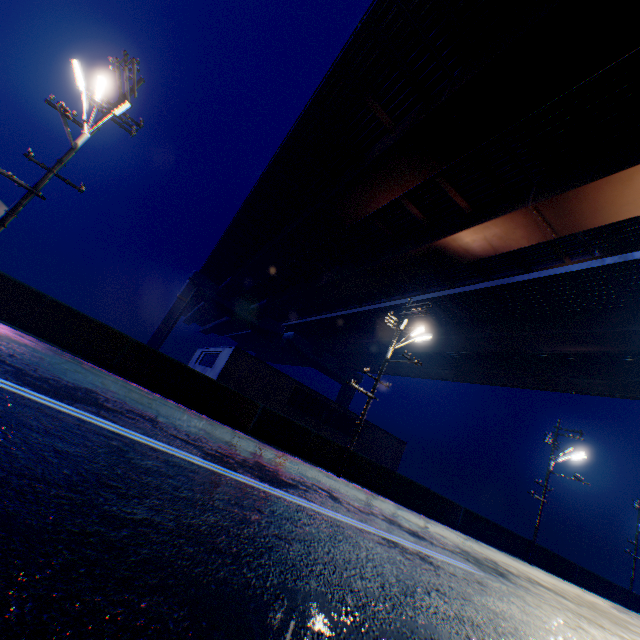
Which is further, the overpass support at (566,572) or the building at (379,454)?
the building at (379,454)

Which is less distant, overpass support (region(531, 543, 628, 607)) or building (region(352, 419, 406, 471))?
overpass support (region(531, 543, 628, 607))

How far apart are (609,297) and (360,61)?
18.9m

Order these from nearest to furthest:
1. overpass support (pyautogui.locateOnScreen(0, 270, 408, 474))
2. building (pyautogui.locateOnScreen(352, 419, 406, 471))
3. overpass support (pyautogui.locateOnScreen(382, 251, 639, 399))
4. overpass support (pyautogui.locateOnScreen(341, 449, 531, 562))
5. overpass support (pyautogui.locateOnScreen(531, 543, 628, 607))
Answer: overpass support (pyautogui.locateOnScreen(0, 270, 408, 474)), overpass support (pyautogui.locateOnScreen(341, 449, 531, 562)), overpass support (pyautogui.locateOnScreen(382, 251, 639, 399)), overpass support (pyautogui.locateOnScreen(531, 543, 628, 607)), building (pyautogui.locateOnScreen(352, 419, 406, 471))

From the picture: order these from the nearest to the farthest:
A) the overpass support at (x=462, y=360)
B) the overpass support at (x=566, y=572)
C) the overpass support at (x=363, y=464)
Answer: the overpass support at (x=363, y=464) < the overpass support at (x=462, y=360) < the overpass support at (x=566, y=572)

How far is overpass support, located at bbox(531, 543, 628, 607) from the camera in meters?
21.8 m

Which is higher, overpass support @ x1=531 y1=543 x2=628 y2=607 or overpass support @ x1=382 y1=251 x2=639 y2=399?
overpass support @ x1=382 y1=251 x2=639 y2=399
